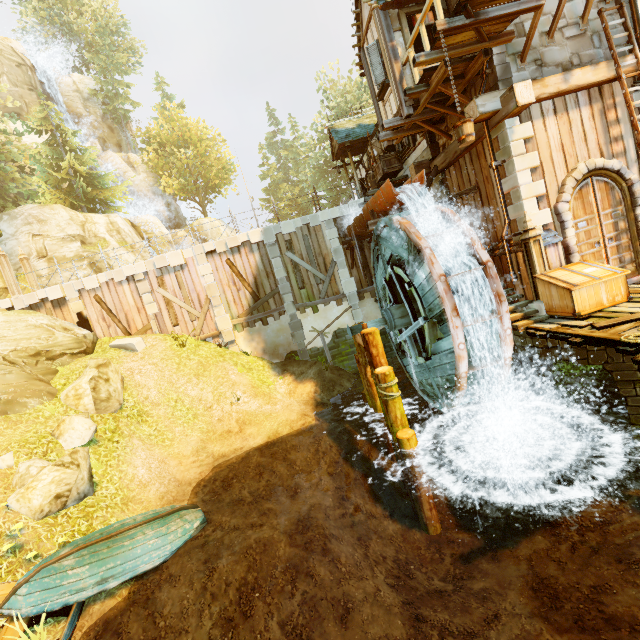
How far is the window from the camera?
12.8m

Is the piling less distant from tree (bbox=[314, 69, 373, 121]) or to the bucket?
the bucket

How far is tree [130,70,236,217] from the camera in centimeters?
3799cm

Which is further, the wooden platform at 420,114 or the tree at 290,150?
the tree at 290,150

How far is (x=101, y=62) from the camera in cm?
3559

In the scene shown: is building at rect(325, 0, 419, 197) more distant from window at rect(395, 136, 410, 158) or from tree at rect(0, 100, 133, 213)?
tree at rect(0, 100, 133, 213)

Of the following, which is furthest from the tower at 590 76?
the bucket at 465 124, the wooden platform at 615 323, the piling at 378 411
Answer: the piling at 378 411

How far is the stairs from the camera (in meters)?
8.05
